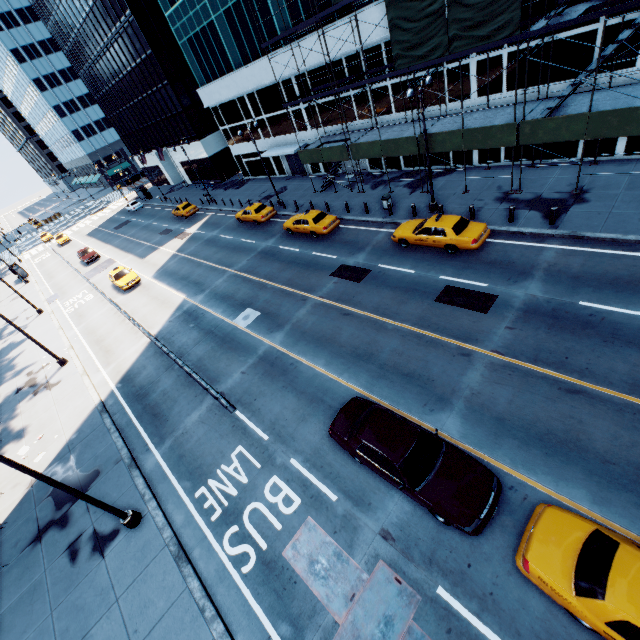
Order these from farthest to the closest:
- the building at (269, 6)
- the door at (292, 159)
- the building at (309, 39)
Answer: the door at (292, 159) → the building at (269, 6) → the building at (309, 39)

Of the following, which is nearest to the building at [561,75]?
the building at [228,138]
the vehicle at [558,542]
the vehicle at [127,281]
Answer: the building at [228,138]

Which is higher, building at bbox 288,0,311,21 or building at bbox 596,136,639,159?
building at bbox 288,0,311,21

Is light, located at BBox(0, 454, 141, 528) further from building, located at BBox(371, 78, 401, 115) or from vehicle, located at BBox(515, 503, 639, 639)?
building, located at BBox(371, 78, 401, 115)

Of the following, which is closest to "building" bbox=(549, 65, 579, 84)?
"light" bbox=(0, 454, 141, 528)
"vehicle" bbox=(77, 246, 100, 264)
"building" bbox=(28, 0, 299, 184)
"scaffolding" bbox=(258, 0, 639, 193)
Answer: "scaffolding" bbox=(258, 0, 639, 193)

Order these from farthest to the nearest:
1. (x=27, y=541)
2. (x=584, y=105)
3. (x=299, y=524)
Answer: (x=584, y=105) → (x=27, y=541) → (x=299, y=524)

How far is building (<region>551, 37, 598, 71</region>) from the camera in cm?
1641

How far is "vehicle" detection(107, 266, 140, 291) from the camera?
28.9 meters
